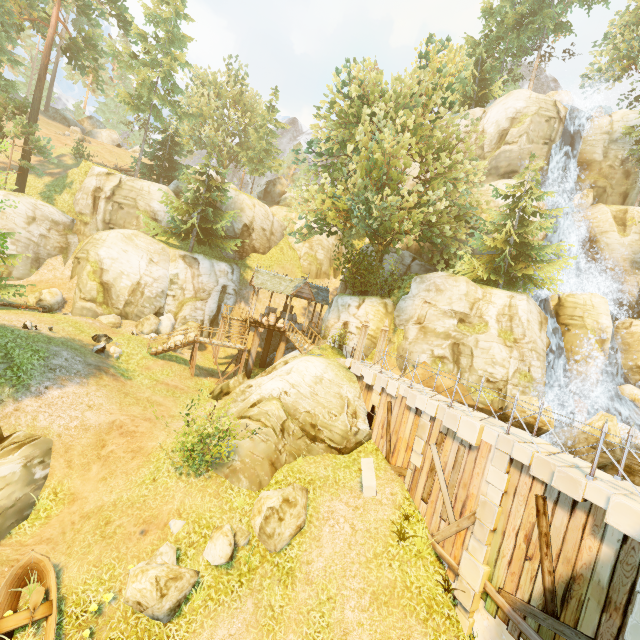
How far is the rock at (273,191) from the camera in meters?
55.4 m

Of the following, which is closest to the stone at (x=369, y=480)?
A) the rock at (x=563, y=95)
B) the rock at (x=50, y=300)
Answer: the rock at (x=50, y=300)

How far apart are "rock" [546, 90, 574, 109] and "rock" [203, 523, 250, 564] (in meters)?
42.09

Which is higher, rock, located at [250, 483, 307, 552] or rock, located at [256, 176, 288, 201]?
rock, located at [256, 176, 288, 201]

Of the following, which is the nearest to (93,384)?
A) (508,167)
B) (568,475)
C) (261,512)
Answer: (261,512)

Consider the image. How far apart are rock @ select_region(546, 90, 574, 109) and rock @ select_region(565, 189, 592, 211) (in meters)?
8.76

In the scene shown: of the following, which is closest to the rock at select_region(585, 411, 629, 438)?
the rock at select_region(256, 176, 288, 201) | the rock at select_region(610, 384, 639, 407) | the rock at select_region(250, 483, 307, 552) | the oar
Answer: the rock at select_region(610, 384, 639, 407)

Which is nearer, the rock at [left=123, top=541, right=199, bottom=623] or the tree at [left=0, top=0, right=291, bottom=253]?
the rock at [left=123, top=541, right=199, bottom=623]
